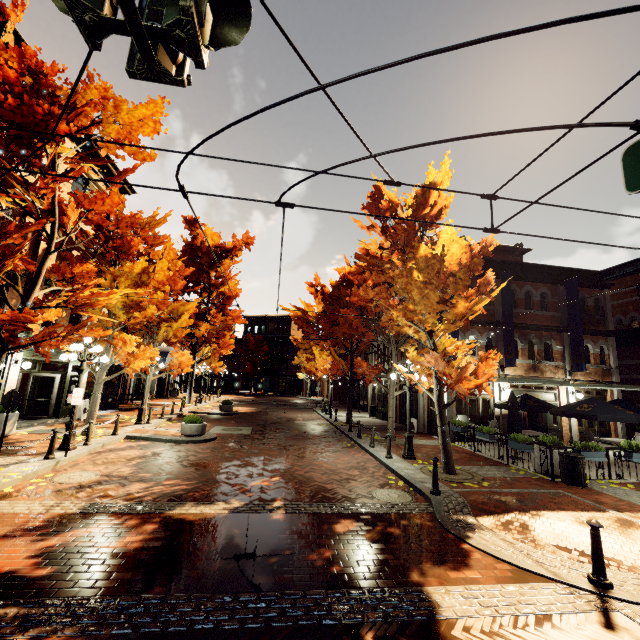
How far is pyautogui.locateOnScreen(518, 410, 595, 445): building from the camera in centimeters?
1686cm

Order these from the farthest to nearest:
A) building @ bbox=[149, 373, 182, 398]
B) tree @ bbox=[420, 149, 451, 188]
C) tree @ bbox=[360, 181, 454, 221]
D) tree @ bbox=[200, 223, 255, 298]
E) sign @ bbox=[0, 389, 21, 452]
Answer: building @ bbox=[149, 373, 182, 398]
tree @ bbox=[200, 223, 255, 298]
tree @ bbox=[420, 149, 451, 188]
tree @ bbox=[360, 181, 454, 221]
sign @ bbox=[0, 389, 21, 452]

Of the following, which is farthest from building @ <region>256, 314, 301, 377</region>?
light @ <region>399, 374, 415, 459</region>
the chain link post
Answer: the chain link post

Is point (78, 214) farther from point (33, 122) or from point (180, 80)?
point (180, 80)

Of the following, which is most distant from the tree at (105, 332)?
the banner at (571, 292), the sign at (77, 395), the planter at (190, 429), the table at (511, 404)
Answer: the banner at (571, 292)

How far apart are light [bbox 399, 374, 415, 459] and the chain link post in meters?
6.9

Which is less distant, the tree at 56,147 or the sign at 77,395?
the tree at 56,147

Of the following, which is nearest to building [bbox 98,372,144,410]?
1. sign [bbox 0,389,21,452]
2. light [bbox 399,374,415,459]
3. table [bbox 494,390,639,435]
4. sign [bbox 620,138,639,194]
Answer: table [bbox 494,390,639,435]
